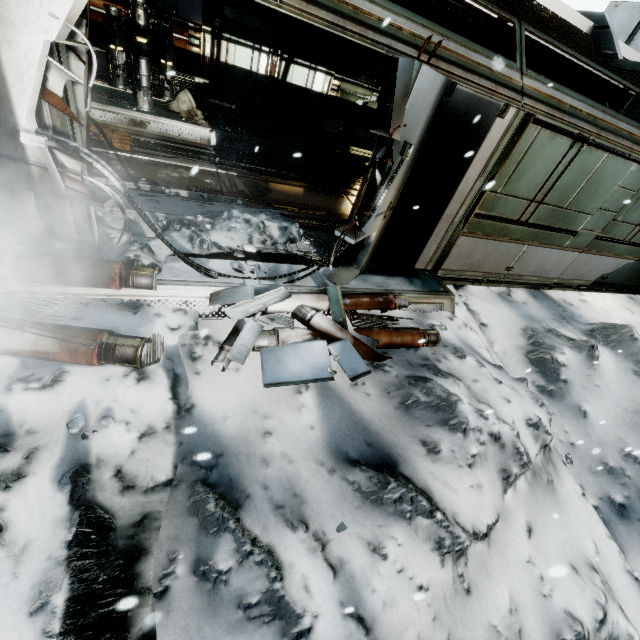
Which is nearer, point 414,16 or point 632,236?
point 414,16

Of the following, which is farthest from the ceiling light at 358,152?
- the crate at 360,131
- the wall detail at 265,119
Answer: the wall detail at 265,119

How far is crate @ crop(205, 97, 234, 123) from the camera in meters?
9.3

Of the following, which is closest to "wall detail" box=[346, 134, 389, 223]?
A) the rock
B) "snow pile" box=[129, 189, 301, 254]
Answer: "snow pile" box=[129, 189, 301, 254]

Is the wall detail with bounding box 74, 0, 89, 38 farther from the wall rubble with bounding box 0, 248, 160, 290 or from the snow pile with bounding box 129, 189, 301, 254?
the wall rubble with bounding box 0, 248, 160, 290

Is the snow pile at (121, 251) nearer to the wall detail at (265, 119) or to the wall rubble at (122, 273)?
the wall rubble at (122, 273)

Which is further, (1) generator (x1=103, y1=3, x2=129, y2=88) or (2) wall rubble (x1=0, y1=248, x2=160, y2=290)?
(1) generator (x1=103, y1=3, x2=129, y2=88)

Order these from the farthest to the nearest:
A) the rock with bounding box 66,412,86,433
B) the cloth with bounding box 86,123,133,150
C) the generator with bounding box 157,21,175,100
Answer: the generator with bounding box 157,21,175,100 → the cloth with bounding box 86,123,133,150 → the rock with bounding box 66,412,86,433
